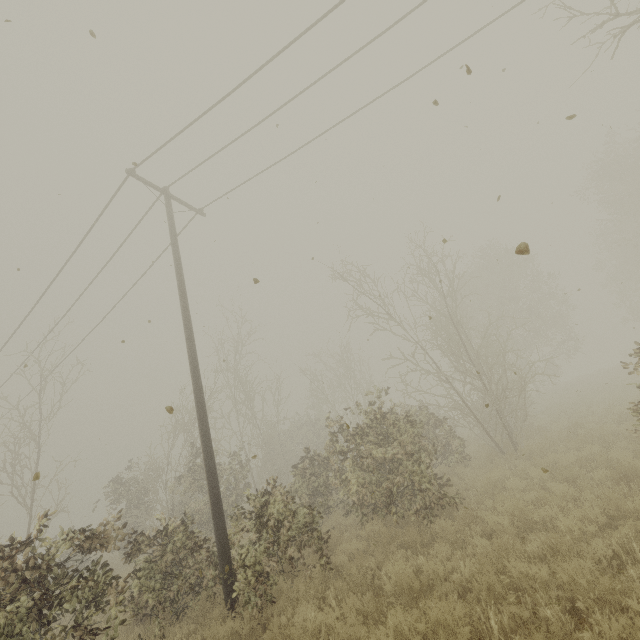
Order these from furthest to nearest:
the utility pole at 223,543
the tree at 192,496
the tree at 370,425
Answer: the tree at 370,425 → the utility pole at 223,543 → the tree at 192,496

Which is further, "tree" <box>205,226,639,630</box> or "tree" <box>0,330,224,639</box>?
"tree" <box>205,226,639,630</box>

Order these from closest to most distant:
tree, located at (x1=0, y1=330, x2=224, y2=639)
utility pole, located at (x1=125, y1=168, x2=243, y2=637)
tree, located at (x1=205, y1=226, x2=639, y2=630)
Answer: tree, located at (x1=0, y1=330, x2=224, y2=639)
utility pole, located at (x1=125, y1=168, x2=243, y2=637)
tree, located at (x1=205, y1=226, x2=639, y2=630)

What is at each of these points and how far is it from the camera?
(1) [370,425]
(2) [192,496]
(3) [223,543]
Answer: (1) tree, 9.87m
(2) tree, 14.45m
(3) utility pole, 7.21m

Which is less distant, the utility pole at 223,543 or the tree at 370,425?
the utility pole at 223,543

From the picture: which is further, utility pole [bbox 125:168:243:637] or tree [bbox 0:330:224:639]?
utility pole [bbox 125:168:243:637]
